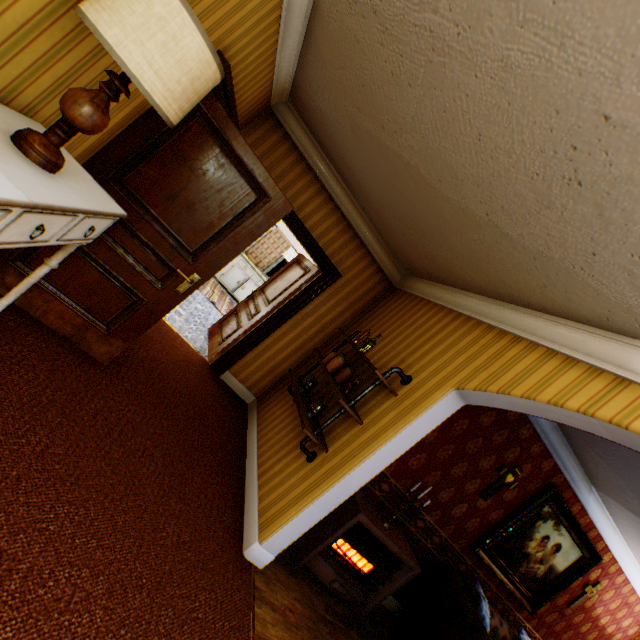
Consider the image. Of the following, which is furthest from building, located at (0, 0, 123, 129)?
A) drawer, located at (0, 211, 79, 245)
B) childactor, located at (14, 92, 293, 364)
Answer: drawer, located at (0, 211, 79, 245)

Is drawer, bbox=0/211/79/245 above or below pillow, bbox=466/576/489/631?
above

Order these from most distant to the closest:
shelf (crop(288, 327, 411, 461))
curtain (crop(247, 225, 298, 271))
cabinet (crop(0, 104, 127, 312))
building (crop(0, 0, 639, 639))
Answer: curtain (crop(247, 225, 298, 271)) < shelf (crop(288, 327, 411, 461)) < building (crop(0, 0, 639, 639)) < cabinet (crop(0, 104, 127, 312))

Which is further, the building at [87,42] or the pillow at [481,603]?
the pillow at [481,603]

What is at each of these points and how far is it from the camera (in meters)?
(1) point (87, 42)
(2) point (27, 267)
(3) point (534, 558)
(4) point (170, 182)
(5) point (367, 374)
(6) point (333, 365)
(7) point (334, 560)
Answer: (1) building, 1.39
(2) childactor, 2.49
(3) painting, 4.66
(4) childactor, 2.54
(5) building, 3.67
(6) jar, 3.69
(7) heater, 3.25

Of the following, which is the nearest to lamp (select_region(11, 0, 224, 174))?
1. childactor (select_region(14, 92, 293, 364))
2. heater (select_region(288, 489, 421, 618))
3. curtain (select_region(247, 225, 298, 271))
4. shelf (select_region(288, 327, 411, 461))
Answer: childactor (select_region(14, 92, 293, 364))

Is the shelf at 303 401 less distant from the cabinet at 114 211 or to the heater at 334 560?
the heater at 334 560

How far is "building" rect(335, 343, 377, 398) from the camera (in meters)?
3.54
